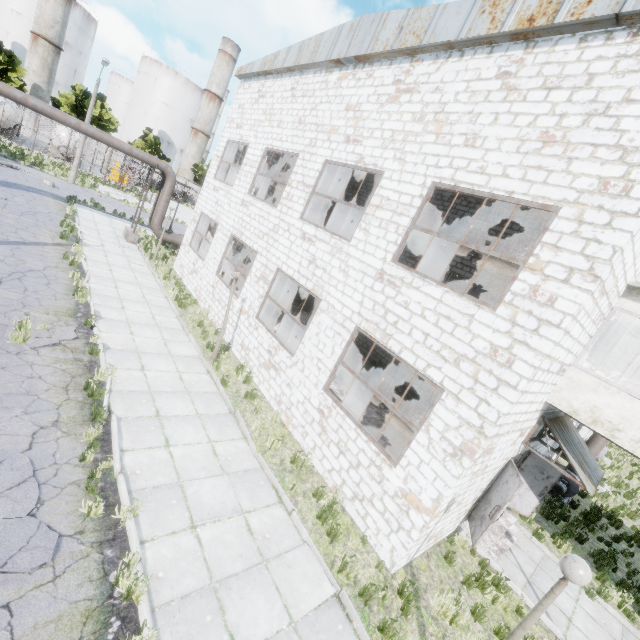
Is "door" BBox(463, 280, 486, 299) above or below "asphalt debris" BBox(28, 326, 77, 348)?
above

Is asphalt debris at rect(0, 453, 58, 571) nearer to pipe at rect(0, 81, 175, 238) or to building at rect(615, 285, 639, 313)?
pipe at rect(0, 81, 175, 238)

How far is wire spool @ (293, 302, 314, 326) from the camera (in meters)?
17.16

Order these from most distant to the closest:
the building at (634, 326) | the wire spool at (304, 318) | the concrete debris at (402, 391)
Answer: the wire spool at (304, 318), the concrete debris at (402, 391), the building at (634, 326)

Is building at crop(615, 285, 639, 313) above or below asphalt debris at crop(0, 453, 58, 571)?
above

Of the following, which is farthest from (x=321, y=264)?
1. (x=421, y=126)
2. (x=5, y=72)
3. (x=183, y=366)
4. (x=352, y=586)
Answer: (x=5, y=72)

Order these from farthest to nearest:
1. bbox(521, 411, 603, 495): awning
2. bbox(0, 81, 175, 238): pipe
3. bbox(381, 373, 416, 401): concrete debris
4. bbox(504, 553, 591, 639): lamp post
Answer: bbox(381, 373, 416, 401): concrete debris
bbox(0, 81, 175, 238): pipe
bbox(521, 411, 603, 495): awning
bbox(504, 553, 591, 639): lamp post

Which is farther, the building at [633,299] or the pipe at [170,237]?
the pipe at [170,237]
